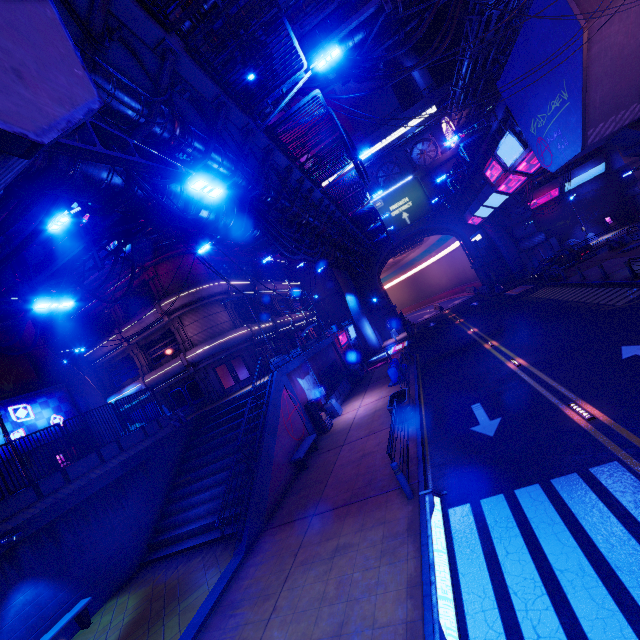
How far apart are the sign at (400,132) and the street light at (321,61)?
39.0 meters

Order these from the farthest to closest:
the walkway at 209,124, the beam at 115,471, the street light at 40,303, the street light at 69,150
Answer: the beam at 115,471 < the street light at 40,303 < the street light at 69,150 < the walkway at 209,124

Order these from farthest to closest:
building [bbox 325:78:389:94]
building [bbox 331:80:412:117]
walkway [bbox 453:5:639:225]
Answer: building [bbox 331:80:412:117] < building [bbox 325:78:389:94] < walkway [bbox 453:5:639:225]

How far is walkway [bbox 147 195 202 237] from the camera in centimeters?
858cm

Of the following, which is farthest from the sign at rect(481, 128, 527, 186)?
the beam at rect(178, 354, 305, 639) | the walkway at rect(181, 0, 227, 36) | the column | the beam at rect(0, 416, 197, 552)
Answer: the column

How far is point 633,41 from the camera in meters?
12.1

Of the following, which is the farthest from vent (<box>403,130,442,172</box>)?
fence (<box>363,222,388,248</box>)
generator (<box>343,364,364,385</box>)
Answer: generator (<box>343,364,364,385</box>)

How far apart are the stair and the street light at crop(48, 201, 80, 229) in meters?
11.3
